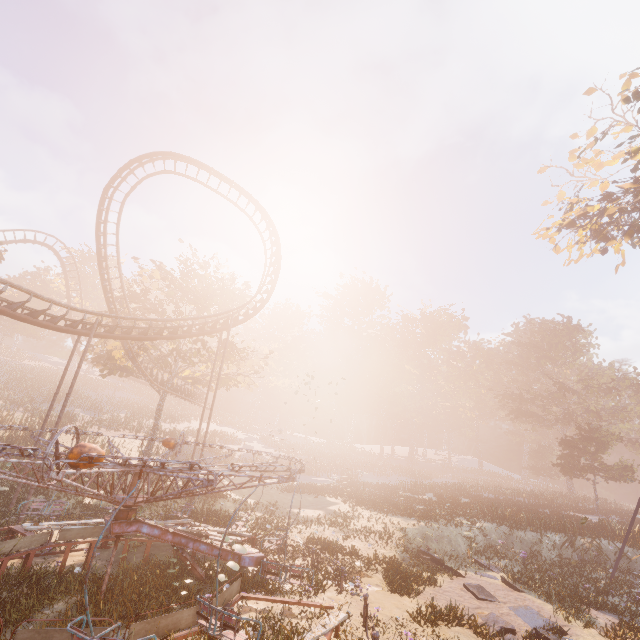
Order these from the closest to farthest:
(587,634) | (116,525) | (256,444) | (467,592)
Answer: (116,525) < (587,634) < (467,592) < (256,444)

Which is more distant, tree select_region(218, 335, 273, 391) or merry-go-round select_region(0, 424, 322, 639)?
tree select_region(218, 335, 273, 391)

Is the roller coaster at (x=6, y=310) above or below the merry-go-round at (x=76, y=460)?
above

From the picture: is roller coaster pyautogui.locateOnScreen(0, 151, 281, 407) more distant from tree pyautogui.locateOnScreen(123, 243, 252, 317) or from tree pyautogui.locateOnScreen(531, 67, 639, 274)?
tree pyautogui.locateOnScreen(531, 67, 639, 274)

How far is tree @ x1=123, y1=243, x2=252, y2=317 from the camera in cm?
2923

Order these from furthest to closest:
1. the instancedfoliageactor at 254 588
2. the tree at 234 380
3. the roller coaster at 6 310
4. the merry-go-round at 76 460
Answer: the tree at 234 380 → the roller coaster at 6 310 → the instancedfoliageactor at 254 588 → the merry-go-round at 76 460

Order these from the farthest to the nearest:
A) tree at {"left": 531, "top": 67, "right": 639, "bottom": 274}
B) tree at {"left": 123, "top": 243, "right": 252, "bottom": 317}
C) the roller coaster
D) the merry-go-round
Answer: tree at {"left": 123, "top": 243, "right": 252, "bottom": 317}, tree at {"left": 531, "top": 67, "right": 639, "bottom": 274}, the roller coaster, the merry-go-round
